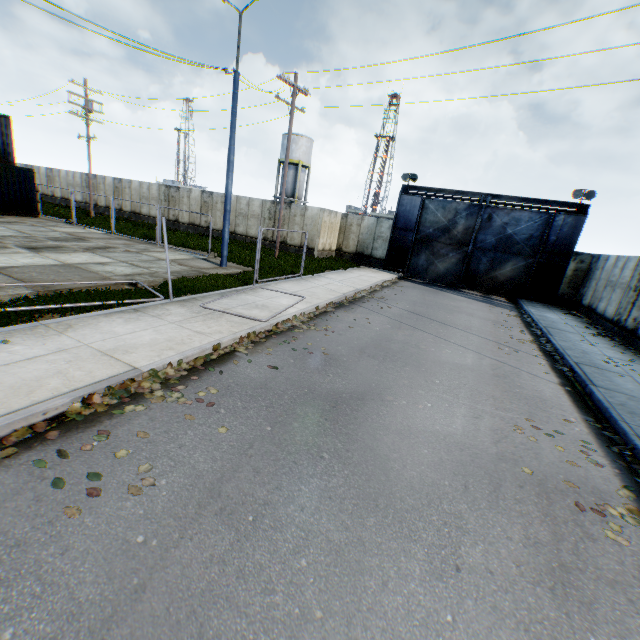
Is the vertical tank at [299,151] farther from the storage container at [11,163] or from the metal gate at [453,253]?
the storage container at [11,163]

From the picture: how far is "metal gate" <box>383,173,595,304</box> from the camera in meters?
19.5 m

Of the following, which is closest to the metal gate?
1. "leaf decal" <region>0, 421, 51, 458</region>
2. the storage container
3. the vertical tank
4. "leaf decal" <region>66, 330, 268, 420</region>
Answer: "leaf decal" <region>66, 330, 268, 420</region>

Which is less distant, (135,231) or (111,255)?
(111,255)

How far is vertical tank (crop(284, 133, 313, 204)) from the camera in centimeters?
4031cm

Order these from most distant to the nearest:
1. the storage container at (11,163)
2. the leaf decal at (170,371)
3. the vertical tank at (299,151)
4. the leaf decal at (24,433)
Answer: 1. the vertical tank at (299,151)
2. the storage container at (11,163)
3. the leaf decal at (170,371)
4. the leaf decal at (24,433)

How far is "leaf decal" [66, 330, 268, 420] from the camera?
4.38m

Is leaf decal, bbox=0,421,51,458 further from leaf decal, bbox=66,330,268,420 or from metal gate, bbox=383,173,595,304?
metal gate, bbox=383,173,595,304
